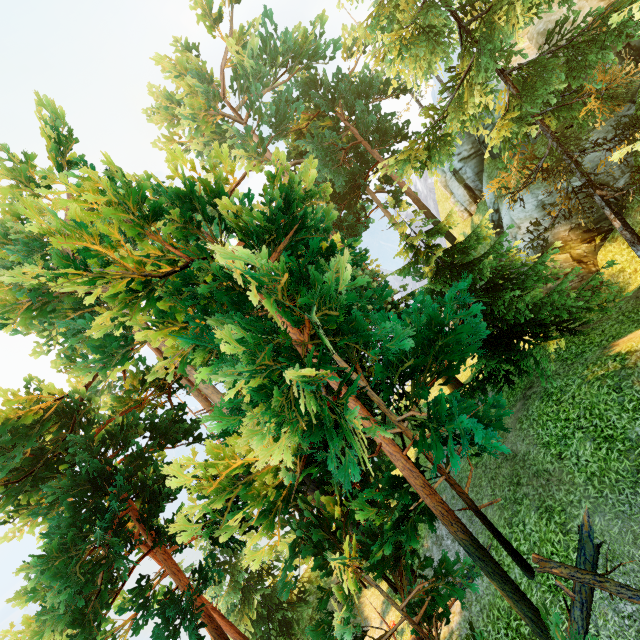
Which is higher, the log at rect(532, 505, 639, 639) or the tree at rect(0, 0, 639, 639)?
the tree at rect(0, 0, 639, 639)

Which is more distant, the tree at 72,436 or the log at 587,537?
the log at 587,537

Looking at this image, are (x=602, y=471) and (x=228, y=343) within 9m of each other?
no

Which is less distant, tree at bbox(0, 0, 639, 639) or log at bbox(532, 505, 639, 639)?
tree at bbox(0, 0, 639, 639)

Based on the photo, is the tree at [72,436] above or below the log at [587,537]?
above
